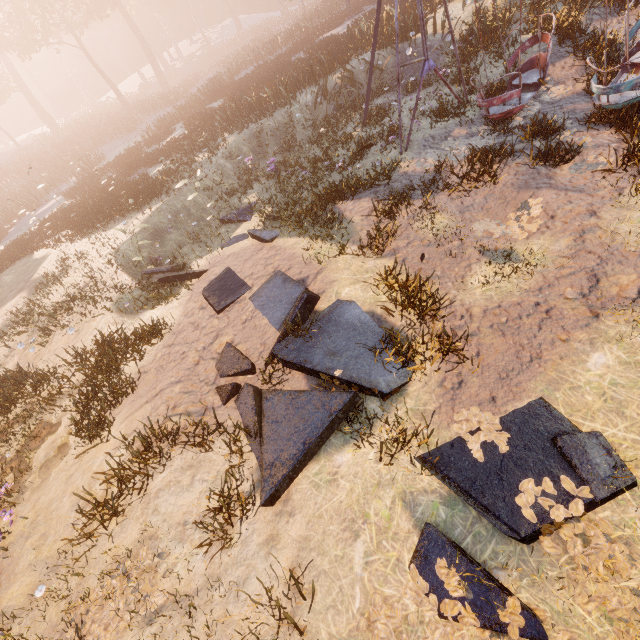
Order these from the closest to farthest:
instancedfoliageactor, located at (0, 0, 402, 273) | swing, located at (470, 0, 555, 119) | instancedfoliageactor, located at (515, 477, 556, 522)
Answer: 1. instancedfoliageactor, located at (515, 477, 556, 522)
2. swing, located at (470, 0, 555, 119)
3. instancedfoliageactor, located at (0, 0, 402, 273)

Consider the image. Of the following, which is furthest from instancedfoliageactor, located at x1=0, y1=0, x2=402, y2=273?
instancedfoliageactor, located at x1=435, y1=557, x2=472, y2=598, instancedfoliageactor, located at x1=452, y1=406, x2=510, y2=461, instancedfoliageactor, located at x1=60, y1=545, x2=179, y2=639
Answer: instancedfoliageactor, located at x1=435, y1=557, x2=472, y2=598

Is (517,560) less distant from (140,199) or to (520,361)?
(520,361)

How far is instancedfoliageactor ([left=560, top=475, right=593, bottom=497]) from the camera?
3.2 meters

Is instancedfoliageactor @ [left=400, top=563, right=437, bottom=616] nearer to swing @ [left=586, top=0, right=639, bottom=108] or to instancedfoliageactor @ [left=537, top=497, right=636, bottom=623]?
instancedfoliageactor @ [left=537, top=497, right=636, bottom=623]

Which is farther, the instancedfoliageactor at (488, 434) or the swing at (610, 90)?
the swing at (610, 90)

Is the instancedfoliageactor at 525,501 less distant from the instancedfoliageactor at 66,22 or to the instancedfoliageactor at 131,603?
the instancedfoliageactor at 131,603

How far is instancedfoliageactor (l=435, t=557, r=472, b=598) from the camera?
3.0 meters
